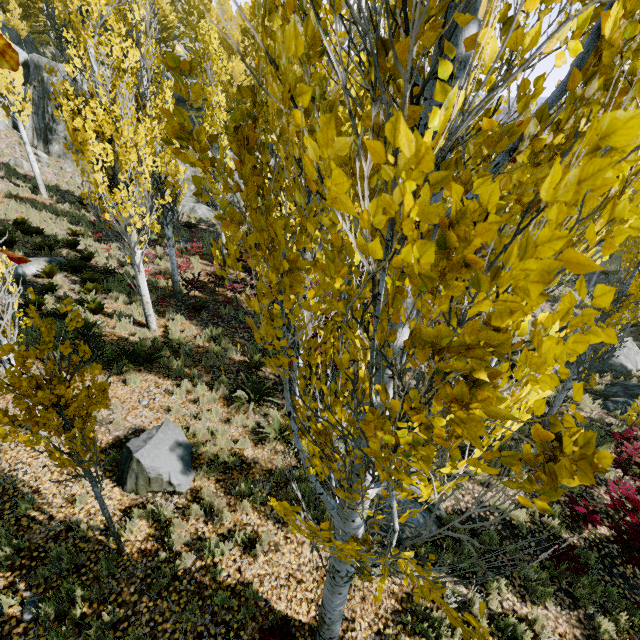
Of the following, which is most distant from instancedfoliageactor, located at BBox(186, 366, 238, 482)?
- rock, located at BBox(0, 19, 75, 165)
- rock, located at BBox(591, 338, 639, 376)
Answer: rock, located at BBox(591, 338, 639, 376)

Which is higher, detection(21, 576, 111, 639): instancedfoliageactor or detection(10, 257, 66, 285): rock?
detection(10, 257, 66, 285): rock

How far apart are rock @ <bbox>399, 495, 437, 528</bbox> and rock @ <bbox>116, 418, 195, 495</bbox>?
2.65m

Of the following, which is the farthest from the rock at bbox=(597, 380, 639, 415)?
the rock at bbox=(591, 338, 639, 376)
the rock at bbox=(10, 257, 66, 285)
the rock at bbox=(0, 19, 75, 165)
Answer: the rock at bbox=(10, 257, 66, 285)

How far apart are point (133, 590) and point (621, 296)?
11.2 meters

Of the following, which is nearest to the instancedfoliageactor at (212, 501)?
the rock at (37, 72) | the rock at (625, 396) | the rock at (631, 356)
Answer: the rock at (37, 72)

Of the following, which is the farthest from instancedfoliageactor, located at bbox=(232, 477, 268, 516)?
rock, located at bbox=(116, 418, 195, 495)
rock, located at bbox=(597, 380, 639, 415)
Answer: rock, located at bbox=(116, 418, 195, 495)

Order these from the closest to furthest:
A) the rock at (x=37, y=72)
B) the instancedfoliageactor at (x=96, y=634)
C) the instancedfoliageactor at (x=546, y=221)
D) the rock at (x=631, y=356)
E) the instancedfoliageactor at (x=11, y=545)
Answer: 1. the instancedfoliageactor at (x=546, y=221)
2. the instancedfoliageactor at (x=96, y=634)
3. the instancedfoliageactor at (x=11, y=545)
4. the rock at (x=631, y=356)
5. the rock at (x=37, y=72)
